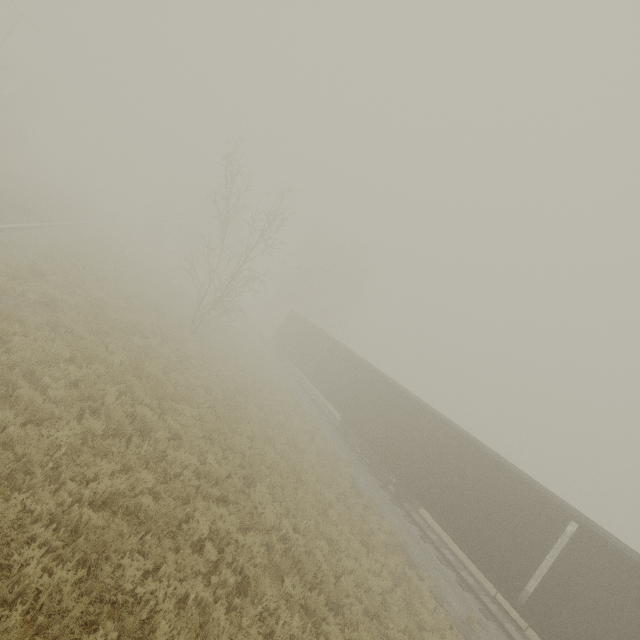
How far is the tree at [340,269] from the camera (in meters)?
44.41

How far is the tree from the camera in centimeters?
4441cm

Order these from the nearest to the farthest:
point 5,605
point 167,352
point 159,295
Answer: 1. point 5,605
2. point 167,352
3. point 159,295

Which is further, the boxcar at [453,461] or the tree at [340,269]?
the tree at [340,269]

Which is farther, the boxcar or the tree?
the tree
